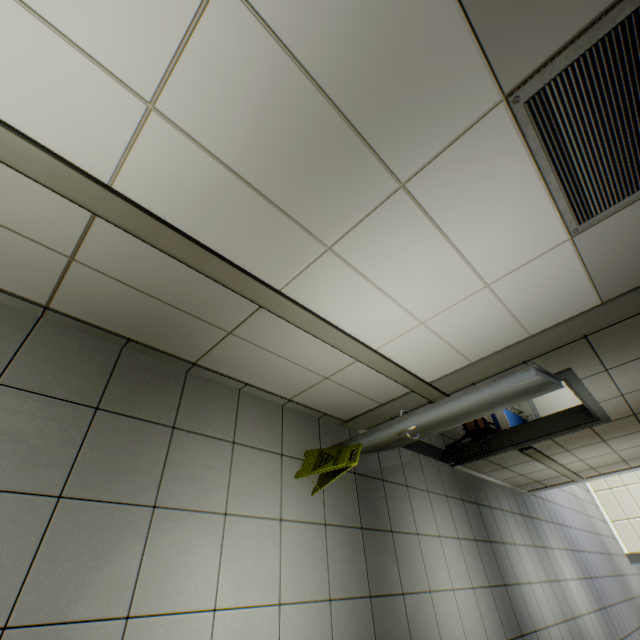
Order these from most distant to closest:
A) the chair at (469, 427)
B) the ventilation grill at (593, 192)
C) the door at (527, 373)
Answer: the chair at (469, 427), the door at (527, 373), the ventilation grill at (593, 192)

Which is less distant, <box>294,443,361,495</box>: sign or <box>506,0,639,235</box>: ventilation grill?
<box>506,0,639,235</box>: ventilation grill

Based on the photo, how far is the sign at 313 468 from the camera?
2.66m

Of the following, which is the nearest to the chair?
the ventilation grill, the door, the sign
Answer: the door

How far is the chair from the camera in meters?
5.0 m

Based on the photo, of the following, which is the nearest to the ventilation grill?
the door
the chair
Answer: the door

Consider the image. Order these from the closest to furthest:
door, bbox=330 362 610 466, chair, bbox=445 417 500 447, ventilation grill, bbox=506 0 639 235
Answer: ventilation grill, bbox=506 0 639 235 → door, bbox=330 362 610 466 → chair, bbox=445 417 500 447

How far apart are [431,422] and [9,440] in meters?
2.8
